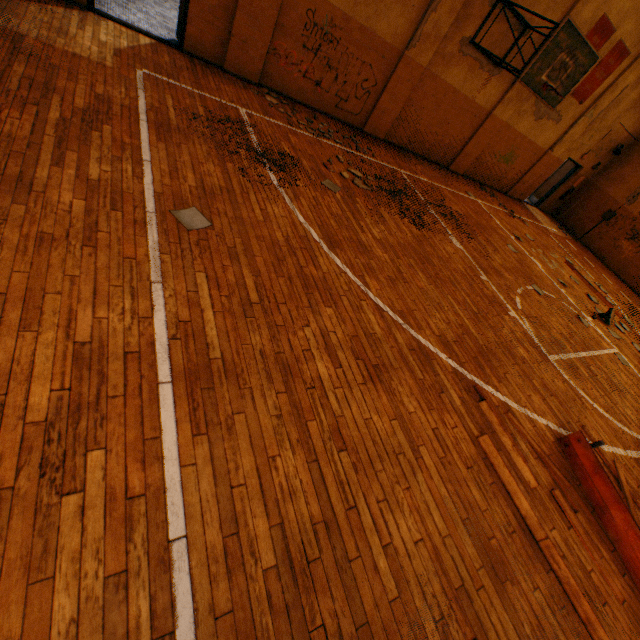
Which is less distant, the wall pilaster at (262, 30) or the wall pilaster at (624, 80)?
the wall pilaster at (262, 30)

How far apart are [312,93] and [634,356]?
10.5 meters

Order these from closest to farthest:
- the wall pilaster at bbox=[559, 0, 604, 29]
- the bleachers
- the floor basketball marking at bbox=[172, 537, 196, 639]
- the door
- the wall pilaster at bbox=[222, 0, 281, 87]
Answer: the floor basketball marking at bbox=[172, 537, 196, 639], the bleachers, the wall pilaster at bbox=[222, 0, 281, 87], the wall pilaster at bbox=[559, 0, 604, 29], the door

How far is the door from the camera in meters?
14.3

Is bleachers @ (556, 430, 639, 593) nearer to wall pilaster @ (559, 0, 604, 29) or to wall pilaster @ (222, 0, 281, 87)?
wall pilaster @ (222, 0, 281, 87)

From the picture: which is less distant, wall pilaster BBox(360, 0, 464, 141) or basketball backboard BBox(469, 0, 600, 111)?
basketball backboard BBox(469, 0, 600, 111)

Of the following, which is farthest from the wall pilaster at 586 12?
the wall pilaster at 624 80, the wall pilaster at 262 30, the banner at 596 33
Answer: the wall pilaster at 262 30

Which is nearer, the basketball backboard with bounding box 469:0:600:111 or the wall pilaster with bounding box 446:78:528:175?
the basketball backboard with bounding box 469:0:600:111
